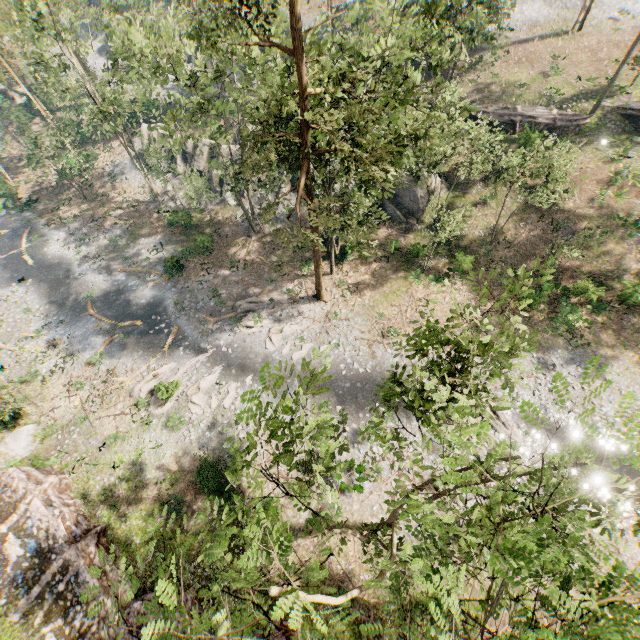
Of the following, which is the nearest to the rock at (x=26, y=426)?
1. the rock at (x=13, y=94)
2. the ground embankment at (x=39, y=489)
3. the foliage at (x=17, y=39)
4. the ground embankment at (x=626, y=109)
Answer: the ground embankment at (x=39, y=489)

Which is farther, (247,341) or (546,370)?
(247,341)

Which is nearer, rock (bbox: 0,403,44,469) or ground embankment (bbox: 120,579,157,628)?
ground embankment (bbox: 120,579,157,628)

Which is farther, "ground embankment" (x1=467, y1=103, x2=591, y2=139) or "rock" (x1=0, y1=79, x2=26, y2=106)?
"rock" (x1=0, y1=79, x2=26, y2=106)

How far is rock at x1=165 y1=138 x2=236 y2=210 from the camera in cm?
3734

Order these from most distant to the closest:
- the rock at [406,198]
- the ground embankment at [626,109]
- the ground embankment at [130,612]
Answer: the ground embankment at [626,109] → the rock at [406,198] → the ground embankment at [130,612]

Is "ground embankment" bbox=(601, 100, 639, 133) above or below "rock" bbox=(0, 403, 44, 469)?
above

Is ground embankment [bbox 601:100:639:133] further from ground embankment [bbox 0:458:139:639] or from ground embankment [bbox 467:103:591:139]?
ground embankment [bbox 0:458:139:639]
